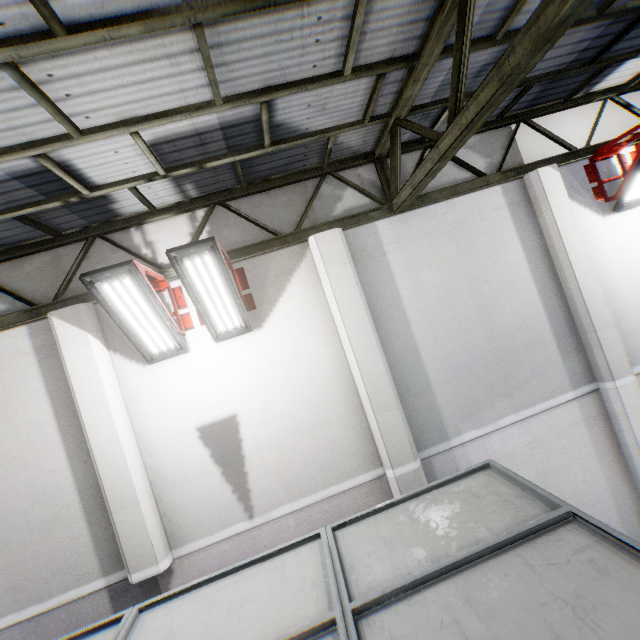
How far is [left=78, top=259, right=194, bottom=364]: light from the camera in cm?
381

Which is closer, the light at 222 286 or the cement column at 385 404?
the light at 222 286

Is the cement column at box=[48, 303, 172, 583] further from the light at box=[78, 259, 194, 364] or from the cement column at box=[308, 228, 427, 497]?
the cement column at box=[308, 228, 427, 497]

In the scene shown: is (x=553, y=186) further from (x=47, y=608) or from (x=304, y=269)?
(x=47, y=608)

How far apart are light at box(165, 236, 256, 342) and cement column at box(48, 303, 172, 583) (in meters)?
1.41

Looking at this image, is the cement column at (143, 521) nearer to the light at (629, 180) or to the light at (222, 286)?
the light at (222, 286)

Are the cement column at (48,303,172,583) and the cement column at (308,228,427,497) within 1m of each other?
no

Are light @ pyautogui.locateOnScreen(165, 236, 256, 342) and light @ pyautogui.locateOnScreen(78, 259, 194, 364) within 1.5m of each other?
yes
